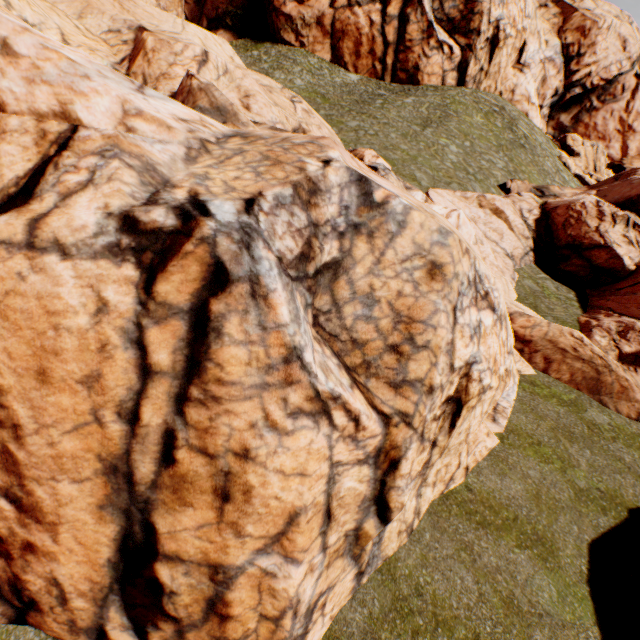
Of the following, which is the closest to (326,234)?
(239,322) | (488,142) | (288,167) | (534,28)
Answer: (288,167)
